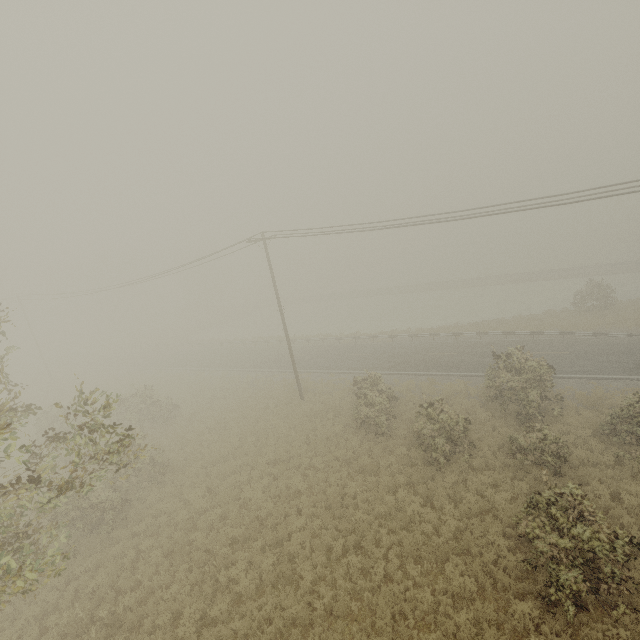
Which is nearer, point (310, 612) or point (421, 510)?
point (310, 612)
